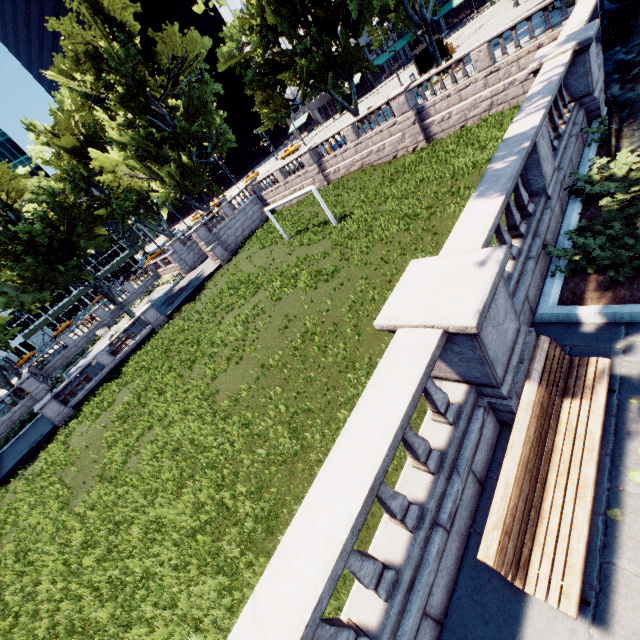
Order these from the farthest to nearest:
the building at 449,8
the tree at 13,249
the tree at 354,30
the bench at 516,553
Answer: the building at 449,8 < the tree at 13,249 < the tree at 354,30 < the bench at 516,553

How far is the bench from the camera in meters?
3.1 m

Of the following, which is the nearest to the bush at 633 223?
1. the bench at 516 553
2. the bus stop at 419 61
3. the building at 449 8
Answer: the bench at 516 553

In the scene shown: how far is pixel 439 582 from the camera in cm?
371

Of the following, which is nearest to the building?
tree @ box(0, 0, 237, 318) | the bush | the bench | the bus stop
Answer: tree @ box(0, 0, 237, 318)

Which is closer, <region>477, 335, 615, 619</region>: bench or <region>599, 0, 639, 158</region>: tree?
<region>477, 335, 615, 619</region>: bench

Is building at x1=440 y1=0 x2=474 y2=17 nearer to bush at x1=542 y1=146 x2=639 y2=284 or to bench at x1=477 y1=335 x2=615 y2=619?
bush at x1=542 y1=146 x2=639 y2=284

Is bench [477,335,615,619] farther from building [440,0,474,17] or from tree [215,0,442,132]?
building [440,0,474,17]
